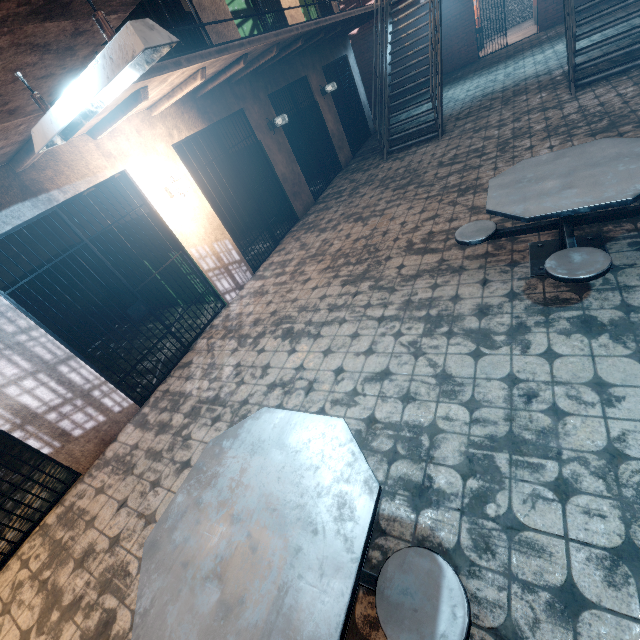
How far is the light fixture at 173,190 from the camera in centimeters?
Answer: 462cm

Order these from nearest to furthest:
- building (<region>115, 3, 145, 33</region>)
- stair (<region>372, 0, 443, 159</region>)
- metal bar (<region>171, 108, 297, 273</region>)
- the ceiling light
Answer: the ceiling light → metal bar (<region>171, 108, 297, 273</region>) → building (<region>115, 3, 145, 33</region>) → stair (<region>372, 0, 443, 159</region>)

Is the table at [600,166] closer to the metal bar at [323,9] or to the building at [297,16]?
the building at [297,16]

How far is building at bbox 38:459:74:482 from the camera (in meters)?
3.81

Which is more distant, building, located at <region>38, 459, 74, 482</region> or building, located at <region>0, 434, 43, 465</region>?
building, located at <region>0, 434, 43, 465</region>

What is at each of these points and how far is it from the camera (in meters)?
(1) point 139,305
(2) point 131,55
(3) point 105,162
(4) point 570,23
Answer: (1) metal bar, 4.33
(2) ceiling light, 1.24
(3) building, 4.05
(4) stair, 5.82

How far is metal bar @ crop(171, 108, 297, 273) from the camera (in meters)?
5.22

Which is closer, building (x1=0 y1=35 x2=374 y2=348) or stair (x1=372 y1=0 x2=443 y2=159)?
building (x1=0 y1=35 x2=374 y2=348)
